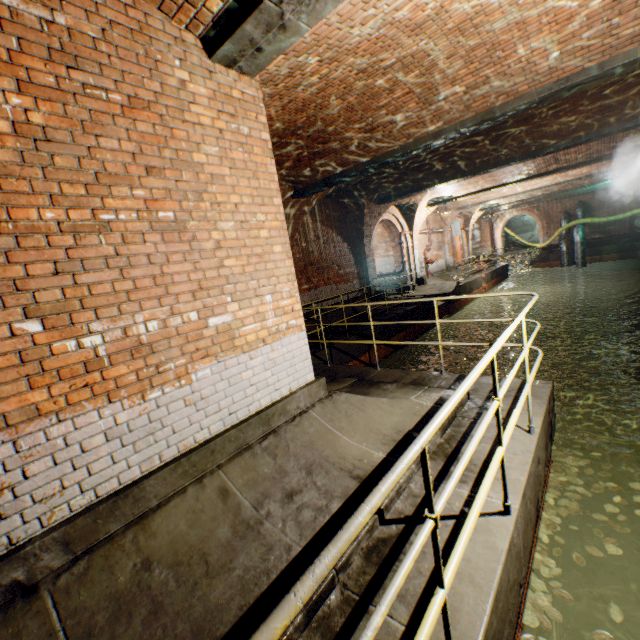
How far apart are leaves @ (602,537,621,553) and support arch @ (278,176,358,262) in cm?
839

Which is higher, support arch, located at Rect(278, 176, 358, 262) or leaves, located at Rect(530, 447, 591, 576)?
support arch, located at Rect(278, 176, 358, 262)

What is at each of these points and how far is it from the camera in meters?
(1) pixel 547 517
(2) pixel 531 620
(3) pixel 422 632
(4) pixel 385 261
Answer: (1) leaves, 3.8 m
(2) leaves, 2.8 m
(3) railing, 1.3 m
(4) building tunnel, 19.0 m

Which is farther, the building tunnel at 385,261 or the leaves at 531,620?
the building tunnel at 385,261

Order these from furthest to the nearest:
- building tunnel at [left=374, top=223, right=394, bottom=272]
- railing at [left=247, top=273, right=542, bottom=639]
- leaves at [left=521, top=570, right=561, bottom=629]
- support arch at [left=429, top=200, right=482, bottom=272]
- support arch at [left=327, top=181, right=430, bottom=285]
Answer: support arch at [left=429, top=200, right=482, bottom=272]
building tunnel at [left=374, top=223, right=394, bottom=272]
support arch at [left=327, top=181, right=430, bottom=285]
leaves at [left=521, top=570, right=561, bottom=629]
railing at [left=247, top=273, right=542, bottom=639]

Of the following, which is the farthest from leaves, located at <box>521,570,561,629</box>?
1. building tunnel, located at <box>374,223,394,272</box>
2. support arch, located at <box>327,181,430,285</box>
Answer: support arch, located at <box>327,181,430,285</box>

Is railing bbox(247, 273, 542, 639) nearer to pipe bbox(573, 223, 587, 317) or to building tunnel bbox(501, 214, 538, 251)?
pipe bbox(573, 223, 587, 317)

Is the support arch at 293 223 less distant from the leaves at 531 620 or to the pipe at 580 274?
the leaves at 531 620
